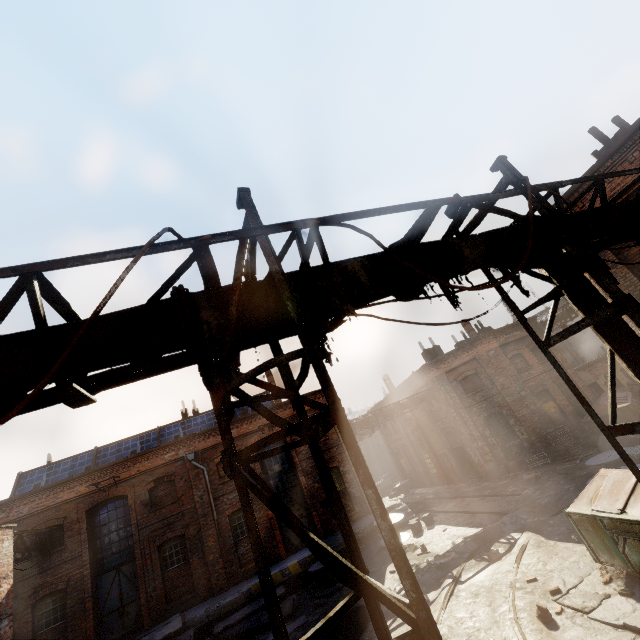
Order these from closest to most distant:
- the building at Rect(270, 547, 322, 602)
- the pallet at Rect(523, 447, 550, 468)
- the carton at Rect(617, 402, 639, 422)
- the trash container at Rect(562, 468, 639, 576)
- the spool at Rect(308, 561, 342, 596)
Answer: the trash container at Rect(562, 468, 639, 576) → the carton at Rect(617, 402, 639, 422) → the spool at Rect(308, 561, 342, 596) → the building at Rect(270, 547, 322, 602) → the pallet at Rect(523, 447, 550, 468)

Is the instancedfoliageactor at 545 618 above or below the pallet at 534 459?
below

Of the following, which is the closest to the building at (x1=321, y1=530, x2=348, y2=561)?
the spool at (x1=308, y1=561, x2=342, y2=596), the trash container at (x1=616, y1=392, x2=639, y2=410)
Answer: the spool at (x1=308, y1=561, x2=342, y2=596)

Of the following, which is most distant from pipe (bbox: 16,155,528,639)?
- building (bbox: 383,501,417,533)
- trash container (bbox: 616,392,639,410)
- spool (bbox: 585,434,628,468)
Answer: building (bbox: 383,501,417,533)

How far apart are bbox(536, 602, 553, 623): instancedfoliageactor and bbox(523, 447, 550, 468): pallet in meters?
13.4 m

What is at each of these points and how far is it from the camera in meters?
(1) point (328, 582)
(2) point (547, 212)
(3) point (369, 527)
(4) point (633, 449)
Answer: (1) spool, 13.7
(2) pipe, 4.3
(3) building, 16.4
(4) spool, 10.5

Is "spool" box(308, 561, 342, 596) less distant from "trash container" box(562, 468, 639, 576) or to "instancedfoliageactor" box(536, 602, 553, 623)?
Result: "instancedfoliageactor" box(536, 602, 553, 623)

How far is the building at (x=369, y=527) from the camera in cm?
1561
